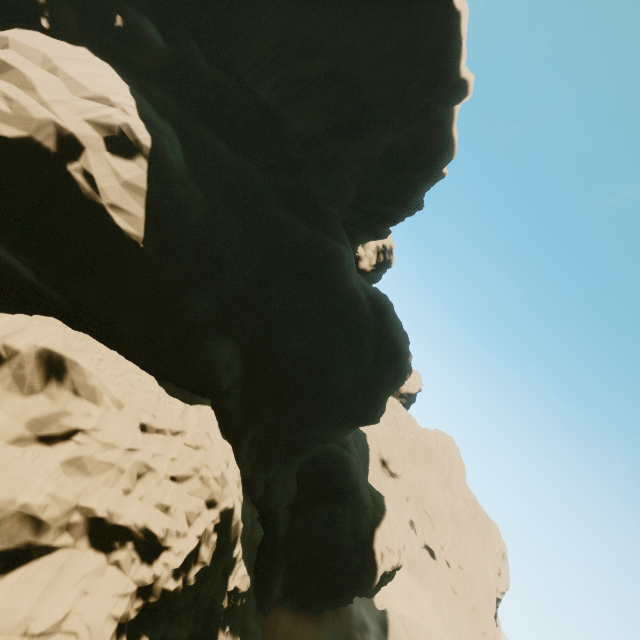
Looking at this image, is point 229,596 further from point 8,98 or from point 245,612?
point 8,98

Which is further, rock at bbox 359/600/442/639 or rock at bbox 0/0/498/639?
rock at bbox 359/600/442/639

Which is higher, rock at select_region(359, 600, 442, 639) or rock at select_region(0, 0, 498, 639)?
rock at select_region(0, 0, 498, 639)

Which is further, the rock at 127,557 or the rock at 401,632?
the rock at 401,632

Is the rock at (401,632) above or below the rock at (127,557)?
below
